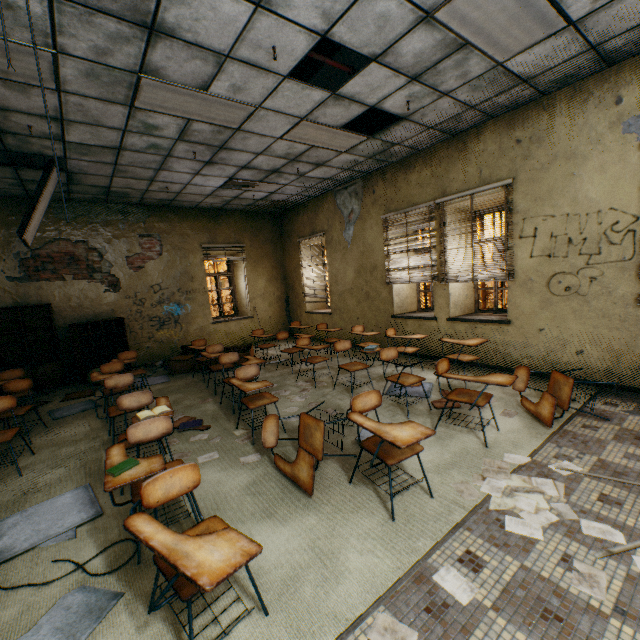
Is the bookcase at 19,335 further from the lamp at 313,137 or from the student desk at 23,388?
the lamp at 313,137

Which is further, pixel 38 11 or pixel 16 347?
pixel 16 347

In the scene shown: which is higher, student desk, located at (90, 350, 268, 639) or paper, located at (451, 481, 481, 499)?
student desk, located at (90, 350, 268, 639)

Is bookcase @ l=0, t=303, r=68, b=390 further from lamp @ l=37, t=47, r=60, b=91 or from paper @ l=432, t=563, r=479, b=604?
paper @ l=432, t=563, r=479, b=604

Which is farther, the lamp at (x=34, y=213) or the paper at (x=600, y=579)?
the lamp at (x=34, y=213)

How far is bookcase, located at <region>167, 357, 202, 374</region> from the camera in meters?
7.1 m

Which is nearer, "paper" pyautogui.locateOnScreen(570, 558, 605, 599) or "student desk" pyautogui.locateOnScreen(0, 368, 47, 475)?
"paper" pyautogui.locateOnScreen(570, 558, 605, 599)

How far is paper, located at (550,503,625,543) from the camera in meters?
2.0 m
